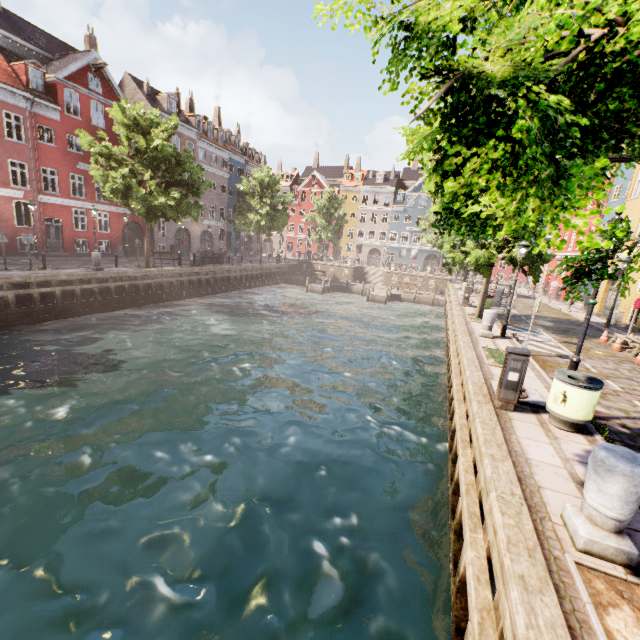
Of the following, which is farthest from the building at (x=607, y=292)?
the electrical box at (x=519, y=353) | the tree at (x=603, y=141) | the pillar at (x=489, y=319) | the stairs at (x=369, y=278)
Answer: the pillar at (x=489, y=319)

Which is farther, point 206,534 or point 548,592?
point 206,534

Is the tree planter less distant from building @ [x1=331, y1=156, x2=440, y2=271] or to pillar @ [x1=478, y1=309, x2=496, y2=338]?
pillar @ [x1=478, y1=309, x2=496, y2=338]

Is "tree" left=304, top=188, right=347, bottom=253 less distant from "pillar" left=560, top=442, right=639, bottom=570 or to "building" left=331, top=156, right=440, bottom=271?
"pillar" left=560, top=442, right=639, bottom=570

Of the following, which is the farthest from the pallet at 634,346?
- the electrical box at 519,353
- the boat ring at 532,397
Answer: the electrical box at 519,353

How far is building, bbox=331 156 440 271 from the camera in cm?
5476

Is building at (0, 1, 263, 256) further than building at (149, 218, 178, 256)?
No
